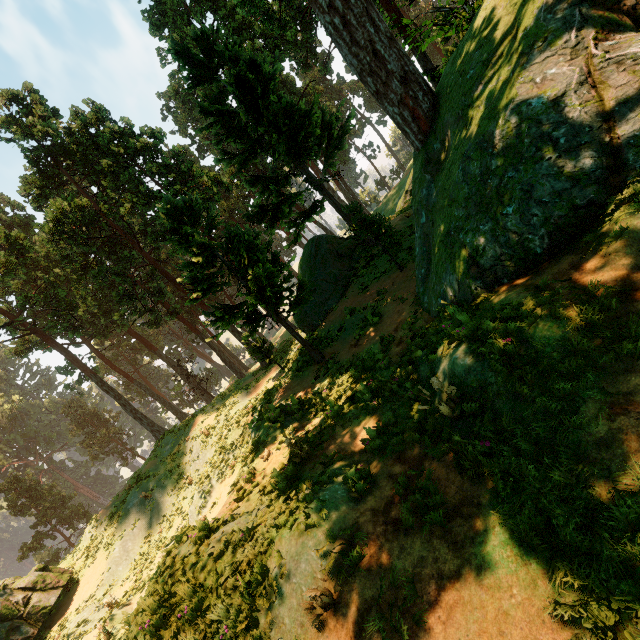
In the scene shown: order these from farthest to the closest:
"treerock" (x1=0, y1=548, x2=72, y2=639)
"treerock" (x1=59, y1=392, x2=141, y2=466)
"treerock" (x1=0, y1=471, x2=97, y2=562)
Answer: "treerock" (x1=59, y1=392, x2=141, y2=466) → "treerock" (x1=0, y1=471, x2=97, y2=562) → "treerock" (x1=0, y1=548, x2=72, y2=639)

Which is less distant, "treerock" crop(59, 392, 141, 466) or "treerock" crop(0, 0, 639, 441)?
"treerock" crop(0, 0, 639, 441)

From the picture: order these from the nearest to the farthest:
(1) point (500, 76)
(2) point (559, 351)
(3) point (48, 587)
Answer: (2) point (559, 351)
(1) point (500, 76)
(3) point (48, 587)

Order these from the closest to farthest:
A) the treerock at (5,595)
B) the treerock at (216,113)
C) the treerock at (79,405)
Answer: the treerock at (216,113) < the treerock at (5,595) < the treerock at (79,405)

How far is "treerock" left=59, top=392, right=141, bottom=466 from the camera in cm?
5581

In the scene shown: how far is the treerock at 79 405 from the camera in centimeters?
5581cm
